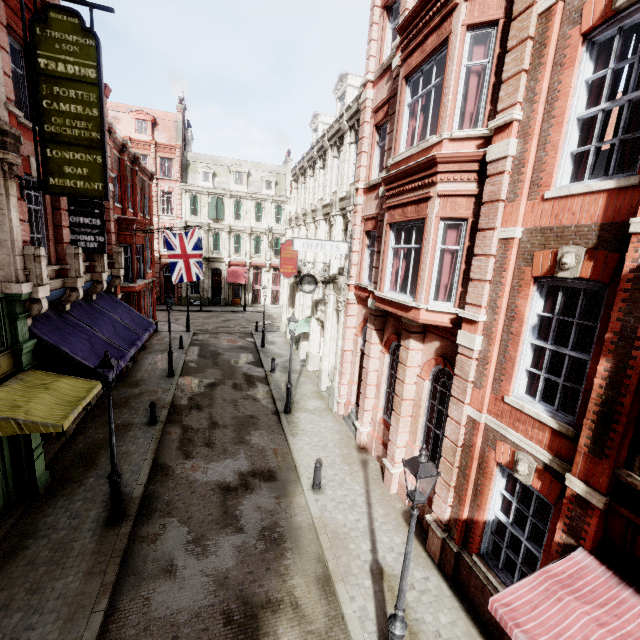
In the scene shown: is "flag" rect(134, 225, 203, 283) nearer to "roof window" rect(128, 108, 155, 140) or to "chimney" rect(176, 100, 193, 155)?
"roof window" rect(128, 108, 155, 140)

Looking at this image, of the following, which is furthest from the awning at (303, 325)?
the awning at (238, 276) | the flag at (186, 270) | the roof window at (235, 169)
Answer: the roof window at (235, 169)

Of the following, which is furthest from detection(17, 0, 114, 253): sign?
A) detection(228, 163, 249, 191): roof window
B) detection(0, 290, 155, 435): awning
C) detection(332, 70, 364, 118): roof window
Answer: detection(228, 163, 249, 191): roof window

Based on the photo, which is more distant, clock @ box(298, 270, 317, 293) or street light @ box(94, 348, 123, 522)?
clock @ box(298, 270, 317, 293)

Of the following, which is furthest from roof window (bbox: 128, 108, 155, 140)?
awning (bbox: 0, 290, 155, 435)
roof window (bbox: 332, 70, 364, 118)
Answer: awning (bbox: 0, 290, 155, 435)

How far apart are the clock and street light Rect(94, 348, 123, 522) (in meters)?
9.50

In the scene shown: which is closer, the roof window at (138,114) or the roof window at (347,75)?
the roof window at (347,75)

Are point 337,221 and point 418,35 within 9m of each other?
yes
